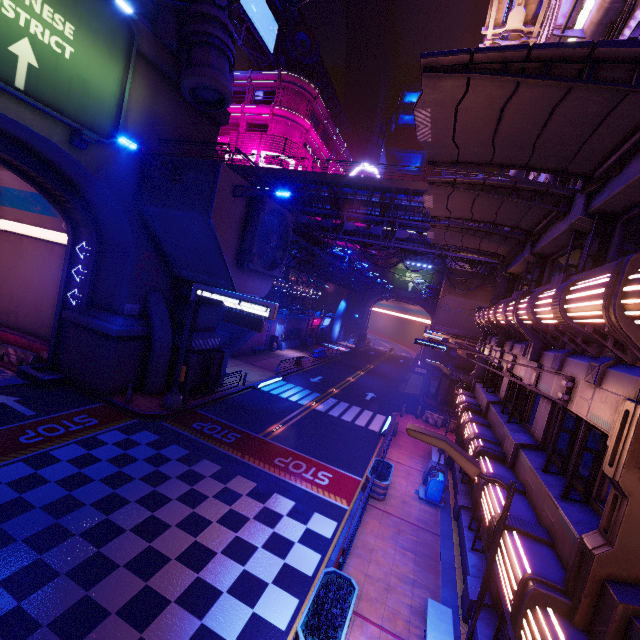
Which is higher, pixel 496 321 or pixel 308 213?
pixel 308 213

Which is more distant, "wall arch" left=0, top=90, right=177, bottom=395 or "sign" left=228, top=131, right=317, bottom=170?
"sign" left=228, top=131, right=317, bottom=170

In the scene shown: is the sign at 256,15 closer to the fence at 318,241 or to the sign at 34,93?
the sign at 34,93

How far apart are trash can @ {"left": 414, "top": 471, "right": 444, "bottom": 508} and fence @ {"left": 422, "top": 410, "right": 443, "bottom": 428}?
10.41m

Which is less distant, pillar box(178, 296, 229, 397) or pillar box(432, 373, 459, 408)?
pillar box(178, 296, 229, 397)

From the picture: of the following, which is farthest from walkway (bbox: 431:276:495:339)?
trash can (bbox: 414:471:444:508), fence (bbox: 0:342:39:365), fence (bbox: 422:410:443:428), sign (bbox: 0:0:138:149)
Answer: fence (bbox: 0:342:39:365)

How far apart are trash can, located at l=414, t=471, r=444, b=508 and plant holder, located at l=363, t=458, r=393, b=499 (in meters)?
1.16

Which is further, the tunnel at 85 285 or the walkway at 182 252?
the tunnel at 85 285
